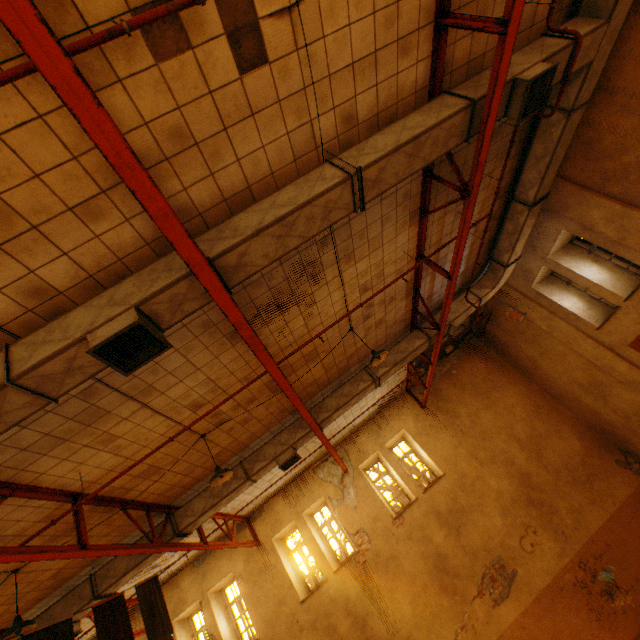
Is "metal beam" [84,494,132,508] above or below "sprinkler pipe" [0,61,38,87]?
above

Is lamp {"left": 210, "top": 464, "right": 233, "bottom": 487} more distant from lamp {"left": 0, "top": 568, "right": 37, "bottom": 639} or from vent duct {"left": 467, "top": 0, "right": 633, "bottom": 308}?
lamp {"left": 0, "top": 568, "right": 37, "bottom": 639}

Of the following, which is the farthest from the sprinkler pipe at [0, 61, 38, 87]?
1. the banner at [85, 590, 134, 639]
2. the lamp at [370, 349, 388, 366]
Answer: the lamp at [370, 349, 388, 366]

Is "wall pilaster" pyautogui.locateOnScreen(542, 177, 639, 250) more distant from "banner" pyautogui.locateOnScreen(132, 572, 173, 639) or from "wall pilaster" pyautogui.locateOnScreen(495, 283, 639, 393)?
"banner" pyautogui.locateOnScreen(132, 572, 173, 639)

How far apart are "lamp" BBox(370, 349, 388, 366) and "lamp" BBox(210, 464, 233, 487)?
3.5 meters

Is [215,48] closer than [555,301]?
Yes

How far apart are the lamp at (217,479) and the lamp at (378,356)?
3.52m

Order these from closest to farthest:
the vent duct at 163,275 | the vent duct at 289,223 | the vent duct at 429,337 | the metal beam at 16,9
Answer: the metal beam at 16,9
the vent duct at 163,275
the vent duct at 289,223
the vent duct at 429,337
